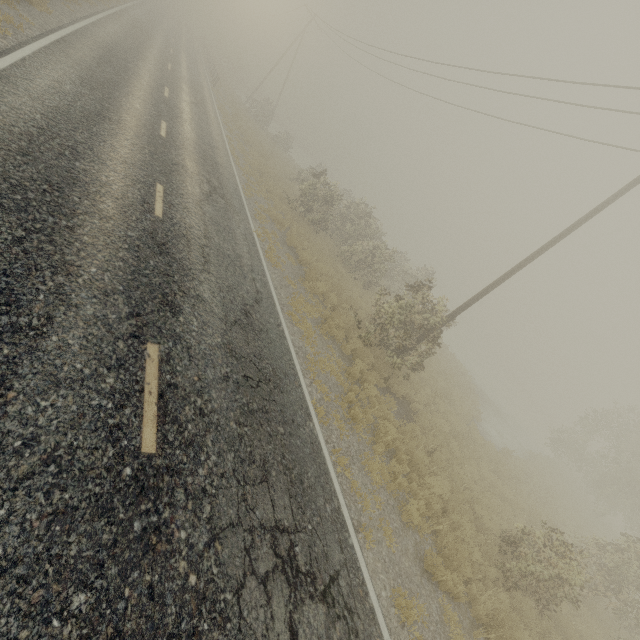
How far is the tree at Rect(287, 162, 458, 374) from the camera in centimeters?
1219cm

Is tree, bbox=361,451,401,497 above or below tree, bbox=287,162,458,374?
below

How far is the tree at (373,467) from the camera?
7.4 meters

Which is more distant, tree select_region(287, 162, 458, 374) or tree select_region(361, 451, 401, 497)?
tree select_region(287, 162, 458, 374)

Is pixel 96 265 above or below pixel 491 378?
above

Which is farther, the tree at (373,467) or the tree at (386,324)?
the tree at (386,324)

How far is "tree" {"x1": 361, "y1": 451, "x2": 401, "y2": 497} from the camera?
7.44m
